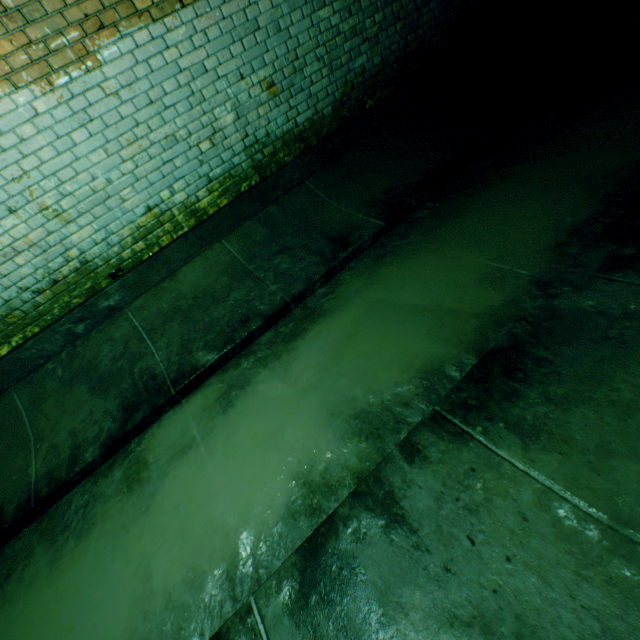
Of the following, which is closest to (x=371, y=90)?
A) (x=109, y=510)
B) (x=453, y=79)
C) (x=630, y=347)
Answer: (x=453, y=79)
